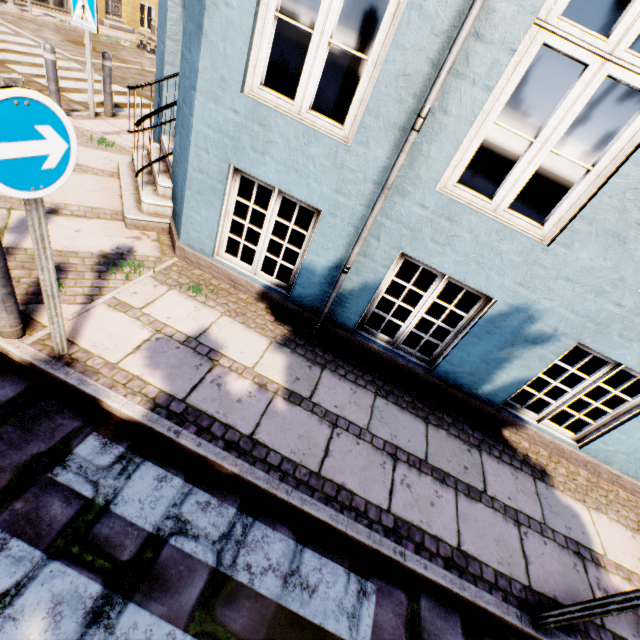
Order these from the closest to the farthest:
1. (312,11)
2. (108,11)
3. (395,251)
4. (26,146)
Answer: (26,146) → (395,251) → (312,11) → (108,11)

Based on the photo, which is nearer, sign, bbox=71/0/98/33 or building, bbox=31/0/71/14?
sign, bbox=71/0/98/33

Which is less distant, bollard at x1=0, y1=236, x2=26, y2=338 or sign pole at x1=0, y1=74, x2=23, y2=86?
sign pole at x1=0, y1=74, x2=23, y2=86

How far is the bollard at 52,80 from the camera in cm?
528

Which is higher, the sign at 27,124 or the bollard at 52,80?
the sign at 27,124

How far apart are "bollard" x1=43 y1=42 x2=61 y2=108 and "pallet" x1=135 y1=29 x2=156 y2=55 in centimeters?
1152cm

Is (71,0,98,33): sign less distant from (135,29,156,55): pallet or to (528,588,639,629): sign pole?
(528,588,639,629): sign pole

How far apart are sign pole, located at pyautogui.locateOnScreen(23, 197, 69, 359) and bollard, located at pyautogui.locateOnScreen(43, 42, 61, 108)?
5.7 meters
